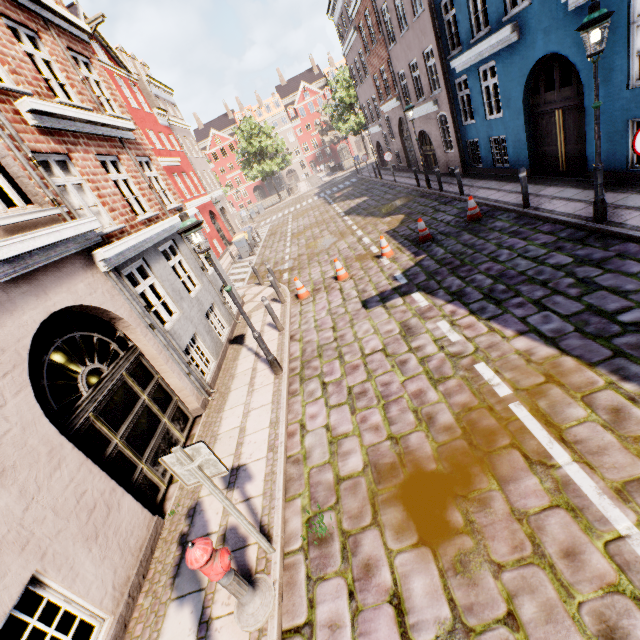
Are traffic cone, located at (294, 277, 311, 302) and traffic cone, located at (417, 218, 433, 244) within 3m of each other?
no

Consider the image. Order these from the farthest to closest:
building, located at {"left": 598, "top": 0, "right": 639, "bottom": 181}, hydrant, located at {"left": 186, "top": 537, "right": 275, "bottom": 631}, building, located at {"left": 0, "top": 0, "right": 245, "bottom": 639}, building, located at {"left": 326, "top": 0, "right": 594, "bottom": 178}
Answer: building, located at {"left": 326, "top": 0, "right": 594, "bottom": 178}, building, located at {"left": 598, "top": 0, "right": 639, "bottom": 181}, building, located at {"left": 0, "top": 0, "right": 245, "bottom": 639}, hydrant, located at {"left": 186, "top": 537, "right": 275, "bottom": 631}

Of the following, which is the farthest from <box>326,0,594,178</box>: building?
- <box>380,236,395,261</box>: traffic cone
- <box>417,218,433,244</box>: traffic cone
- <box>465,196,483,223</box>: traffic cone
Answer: <box>380,236,395,261</box>: traffic cone

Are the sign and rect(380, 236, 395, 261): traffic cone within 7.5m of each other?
no

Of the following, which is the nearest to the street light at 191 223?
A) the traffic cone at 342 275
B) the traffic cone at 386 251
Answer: the traffic cone at 342 275

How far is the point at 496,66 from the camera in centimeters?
1088cm

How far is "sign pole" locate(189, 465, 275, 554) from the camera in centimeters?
321cm

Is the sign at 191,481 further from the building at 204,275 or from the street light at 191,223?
the street light at 191,223
